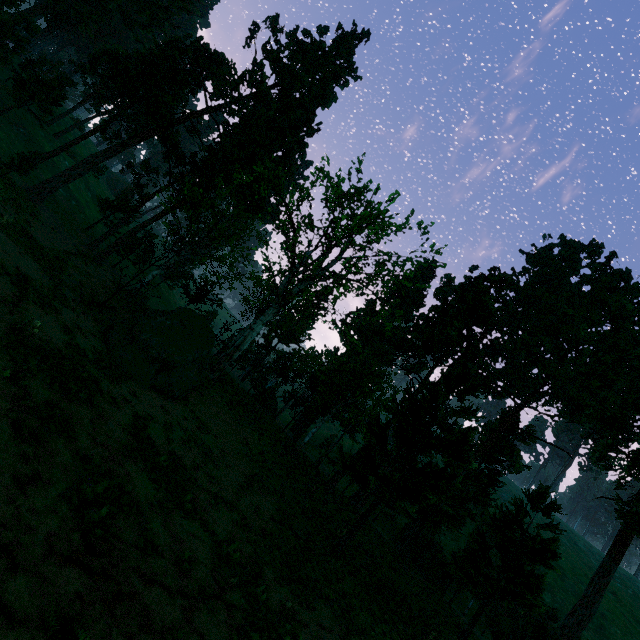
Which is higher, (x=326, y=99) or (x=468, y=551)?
(x=326, y=99)

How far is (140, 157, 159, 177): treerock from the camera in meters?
36.5

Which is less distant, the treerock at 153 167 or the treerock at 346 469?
the treerock at 346 469

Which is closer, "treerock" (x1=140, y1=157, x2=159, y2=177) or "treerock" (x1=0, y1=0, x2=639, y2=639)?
"treerock" (x1=0, y1=0, x2=639, y2=639)

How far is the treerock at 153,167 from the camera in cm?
3653
